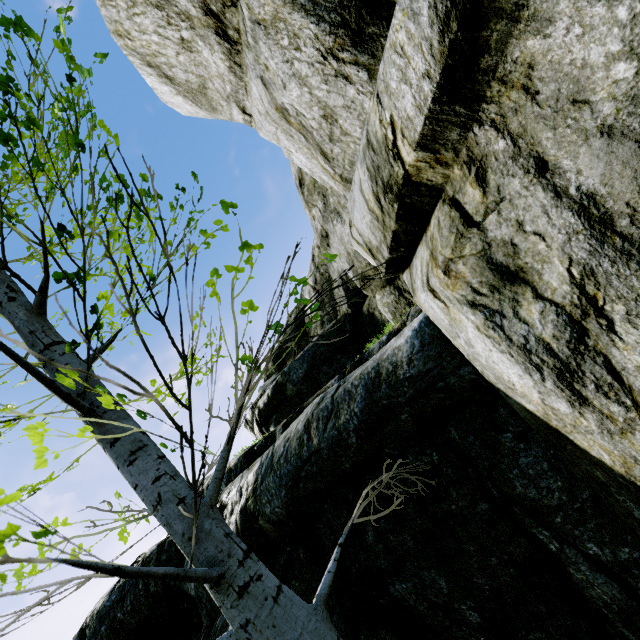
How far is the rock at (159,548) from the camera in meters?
5.2

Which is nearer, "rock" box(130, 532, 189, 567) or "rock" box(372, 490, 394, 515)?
"rock" box(372, 490, 394, 515)

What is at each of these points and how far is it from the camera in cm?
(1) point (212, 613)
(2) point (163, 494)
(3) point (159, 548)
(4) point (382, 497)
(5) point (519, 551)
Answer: (1) rock, 434
(2) instancedfoliageactor, 131
(3) rock, 546
(4) rock, 305
(5) rock, 253

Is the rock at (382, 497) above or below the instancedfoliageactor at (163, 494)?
below

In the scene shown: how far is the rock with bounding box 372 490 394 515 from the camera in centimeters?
298cm

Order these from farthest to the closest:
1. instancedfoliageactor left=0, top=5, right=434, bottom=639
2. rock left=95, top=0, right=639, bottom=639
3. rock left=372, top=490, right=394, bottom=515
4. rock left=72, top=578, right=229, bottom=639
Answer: rock left=72, top=578, right=229, bottom=639 < rock left=372, top=490, right=394, bottom=515 < rock left=95, top=0, right=639, bottom=639 < instancedfoliageactor left=0, top=5, right=434, bottom=639
